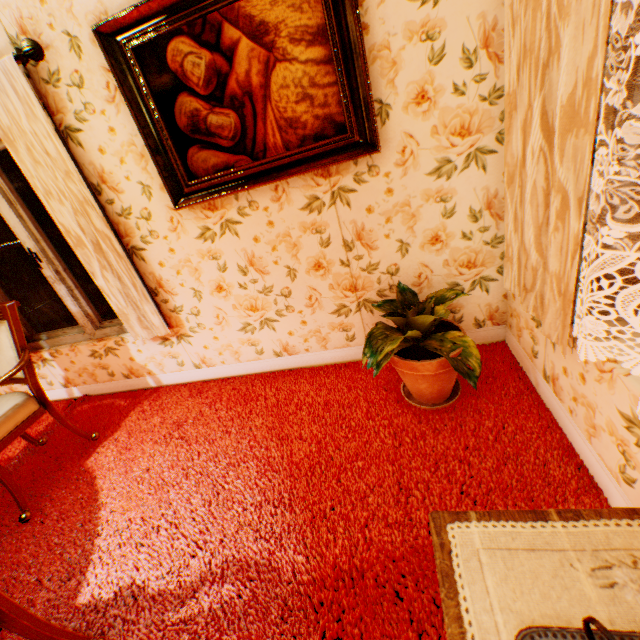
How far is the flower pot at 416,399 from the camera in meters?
1.8

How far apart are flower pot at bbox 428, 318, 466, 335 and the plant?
0.0m

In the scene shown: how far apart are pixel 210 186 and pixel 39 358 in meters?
2.7

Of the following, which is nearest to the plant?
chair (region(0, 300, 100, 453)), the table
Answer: the table

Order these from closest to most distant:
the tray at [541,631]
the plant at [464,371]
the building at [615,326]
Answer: the tray at [541,631]
the building at [615,326]
the plant at [464,371]

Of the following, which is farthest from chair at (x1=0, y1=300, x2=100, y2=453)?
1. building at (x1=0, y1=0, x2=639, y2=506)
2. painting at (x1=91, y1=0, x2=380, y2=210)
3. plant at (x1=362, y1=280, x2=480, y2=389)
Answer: plant at (x1=362, y1=280, x2=480, y2=389)

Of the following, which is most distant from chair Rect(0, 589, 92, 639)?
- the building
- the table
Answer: the table
